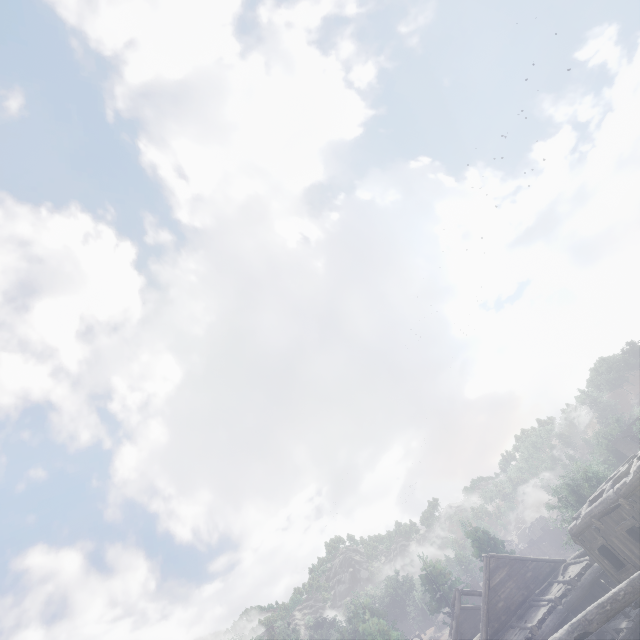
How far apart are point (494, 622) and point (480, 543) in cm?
2076
